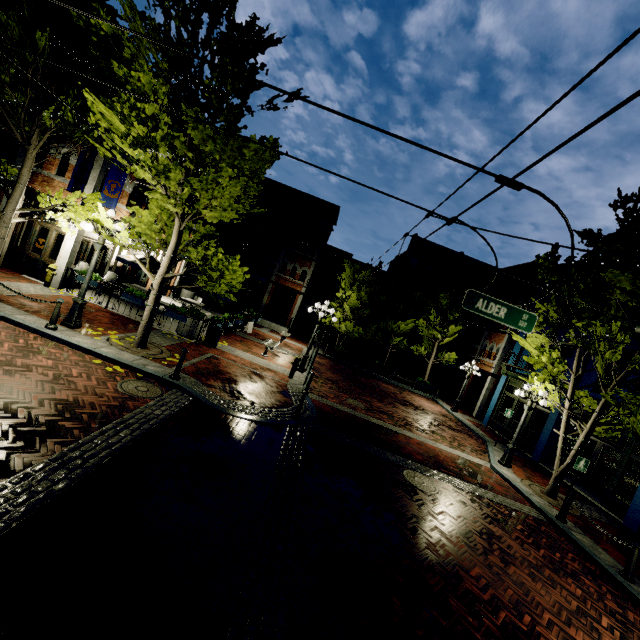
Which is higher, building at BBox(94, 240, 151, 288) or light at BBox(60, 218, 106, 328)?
building at BBox(94, 240, 151, 288)

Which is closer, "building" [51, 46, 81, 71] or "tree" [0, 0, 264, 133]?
"tree" [0, 0, 264, 133]

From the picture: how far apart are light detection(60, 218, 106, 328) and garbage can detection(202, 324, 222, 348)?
4.32m

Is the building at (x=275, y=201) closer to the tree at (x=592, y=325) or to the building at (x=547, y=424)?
the tree at (x=592, y=325)

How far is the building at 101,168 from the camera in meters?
12.9 m

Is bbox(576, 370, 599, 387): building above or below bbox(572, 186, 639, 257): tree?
below

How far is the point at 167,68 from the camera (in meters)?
8.12

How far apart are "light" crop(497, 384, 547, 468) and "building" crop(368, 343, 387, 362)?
19.4 meters
